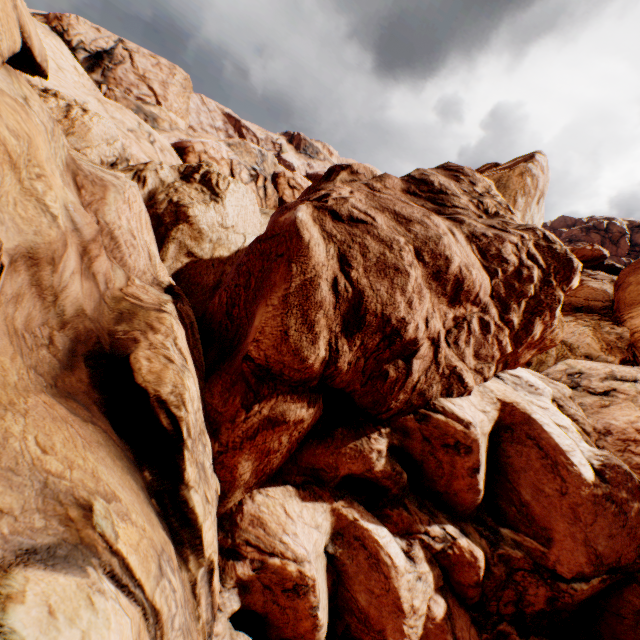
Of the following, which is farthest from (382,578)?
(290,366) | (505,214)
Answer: (505,214)
